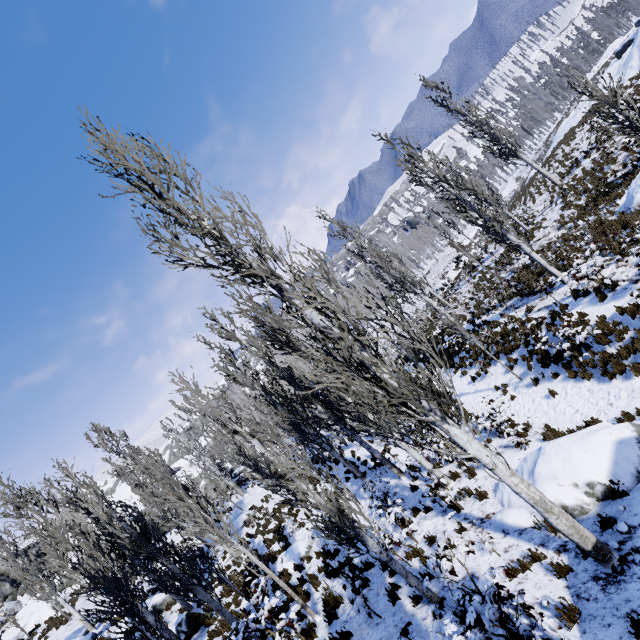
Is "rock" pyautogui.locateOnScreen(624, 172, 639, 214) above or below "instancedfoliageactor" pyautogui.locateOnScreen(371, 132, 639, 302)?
below

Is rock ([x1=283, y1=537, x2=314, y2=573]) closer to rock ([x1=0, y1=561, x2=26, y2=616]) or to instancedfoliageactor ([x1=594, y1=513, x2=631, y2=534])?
instancedfoliageactor ([x1=594, y1=513, x2=631, y2=534])

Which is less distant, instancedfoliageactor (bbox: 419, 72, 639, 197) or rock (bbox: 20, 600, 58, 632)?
instancedfoliageactor (bbox: 419, 72, 639, 197)

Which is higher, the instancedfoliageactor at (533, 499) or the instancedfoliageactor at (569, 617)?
the instancedfoliageactor at (533, 499)

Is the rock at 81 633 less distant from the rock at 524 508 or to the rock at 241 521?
the rock at 241 521

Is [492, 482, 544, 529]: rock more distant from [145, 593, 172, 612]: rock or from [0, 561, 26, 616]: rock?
[0, 561, 26, 616]: rock

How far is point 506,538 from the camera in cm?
724

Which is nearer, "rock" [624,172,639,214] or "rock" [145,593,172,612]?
"rock" [624,172,639,214]
